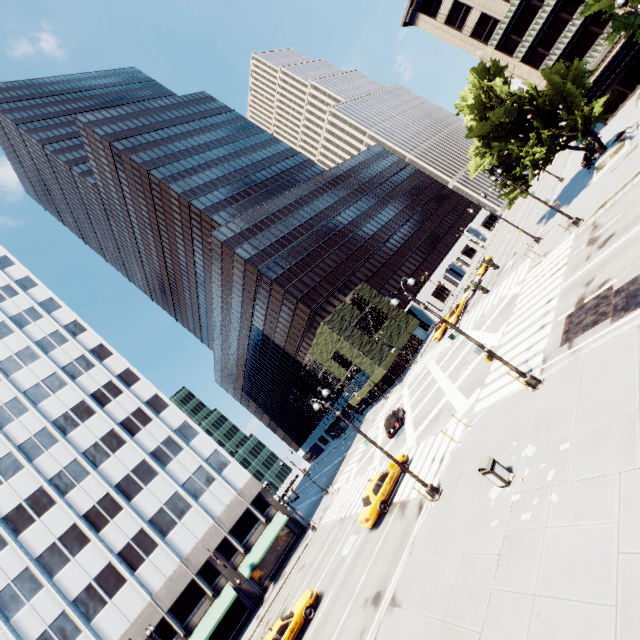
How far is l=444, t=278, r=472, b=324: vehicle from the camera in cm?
4150

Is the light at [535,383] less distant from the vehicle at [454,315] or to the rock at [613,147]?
the rock at [613,147]

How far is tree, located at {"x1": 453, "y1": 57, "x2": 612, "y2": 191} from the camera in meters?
26.3

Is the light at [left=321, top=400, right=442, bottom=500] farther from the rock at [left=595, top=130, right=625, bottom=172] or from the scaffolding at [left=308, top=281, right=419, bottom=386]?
the scaffolding at [left=308, top=281, right=419, bottom=386]

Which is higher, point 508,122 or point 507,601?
point 508,122

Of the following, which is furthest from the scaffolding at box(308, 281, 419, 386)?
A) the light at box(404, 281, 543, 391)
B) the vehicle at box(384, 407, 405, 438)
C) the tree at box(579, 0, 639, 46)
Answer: the light at box(404, 281, 543, 391)

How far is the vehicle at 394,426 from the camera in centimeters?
2961cm

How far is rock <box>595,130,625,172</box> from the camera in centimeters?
2642cm
